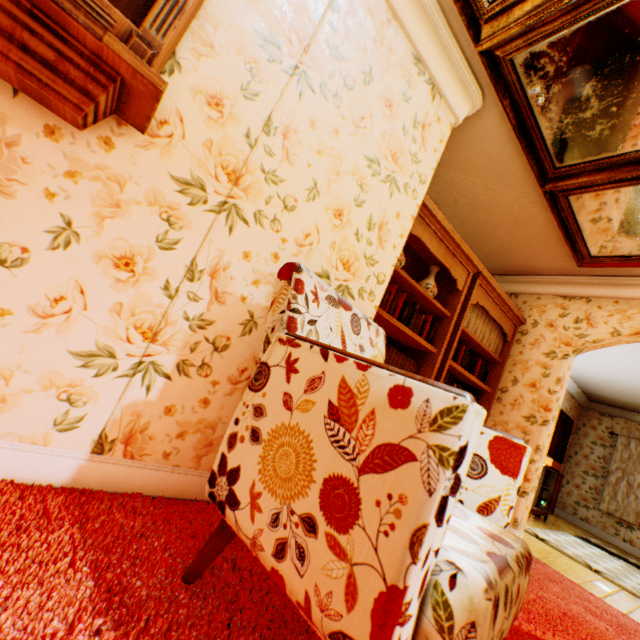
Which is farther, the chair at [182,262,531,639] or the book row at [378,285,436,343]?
the book row at [378,285,436,343]

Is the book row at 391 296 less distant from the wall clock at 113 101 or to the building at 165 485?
the building at 165 485

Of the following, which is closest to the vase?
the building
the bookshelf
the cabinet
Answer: the bookshelf

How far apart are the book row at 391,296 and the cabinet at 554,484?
4.14m

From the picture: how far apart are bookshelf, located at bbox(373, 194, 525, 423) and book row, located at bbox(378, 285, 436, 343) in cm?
3

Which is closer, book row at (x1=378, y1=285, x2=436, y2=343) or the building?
the building

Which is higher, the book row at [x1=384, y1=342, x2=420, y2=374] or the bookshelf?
the bookshelf

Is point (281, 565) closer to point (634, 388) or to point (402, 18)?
point (402, 18)
